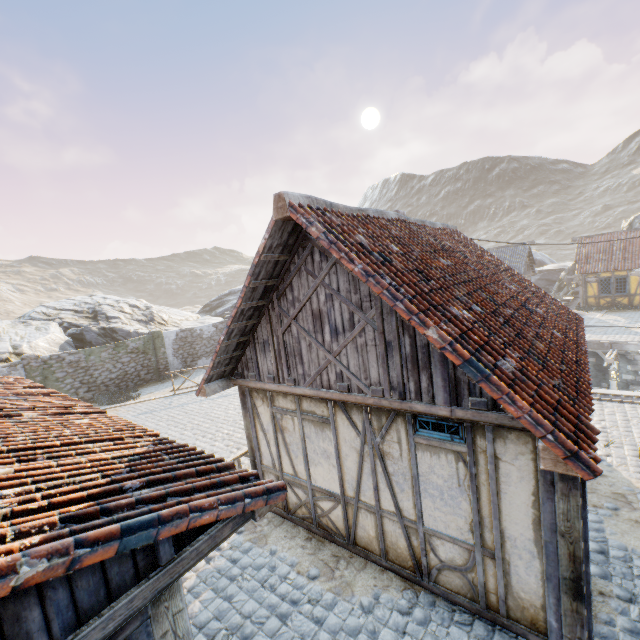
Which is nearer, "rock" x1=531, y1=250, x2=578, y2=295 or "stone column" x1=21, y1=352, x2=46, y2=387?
"stone column" x1=21, y1=352, x2=46, y2=387

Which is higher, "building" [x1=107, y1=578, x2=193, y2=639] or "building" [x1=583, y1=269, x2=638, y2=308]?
"building" [x1=107, y1=578, x2=193, y2=639]

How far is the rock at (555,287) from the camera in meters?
33.6 m

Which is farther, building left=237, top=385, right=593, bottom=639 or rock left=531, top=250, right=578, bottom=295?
rock left=531, top=250, right=578, bottom=295

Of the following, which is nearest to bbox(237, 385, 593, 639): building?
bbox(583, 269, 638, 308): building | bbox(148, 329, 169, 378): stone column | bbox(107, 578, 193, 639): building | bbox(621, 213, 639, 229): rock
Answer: bbox(107, 578, 193, 639): building

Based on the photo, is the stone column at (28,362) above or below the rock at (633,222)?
below

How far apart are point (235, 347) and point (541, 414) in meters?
4.8

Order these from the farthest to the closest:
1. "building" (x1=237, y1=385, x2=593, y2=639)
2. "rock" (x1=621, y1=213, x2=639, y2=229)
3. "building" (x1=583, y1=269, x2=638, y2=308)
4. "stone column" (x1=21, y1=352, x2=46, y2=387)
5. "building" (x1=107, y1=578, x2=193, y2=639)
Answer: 1. "rock" (x1=621, y1=213, x2=639, y2=229)
2. "building" (x1=583, y1=269, x2=638, y2=308)
3. "stone column" (x1=21, y1=352, x2=46, y2=387)
4. "building" (x1=237, y1=385, x2=593, y2=639)
5. "building" (x1=107, y1=578, x2=193, y2=639)
